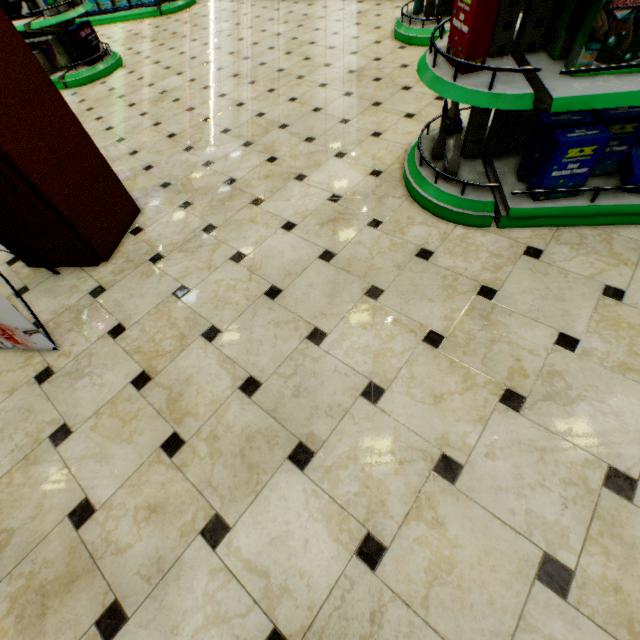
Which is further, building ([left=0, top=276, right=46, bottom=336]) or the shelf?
building ([left=0, top=276, right=46, bottom=336])

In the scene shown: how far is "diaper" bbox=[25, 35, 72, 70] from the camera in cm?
469

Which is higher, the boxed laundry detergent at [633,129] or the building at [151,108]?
the boxed laundry detergent at [633,129]

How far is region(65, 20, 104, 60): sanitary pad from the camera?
4.62m

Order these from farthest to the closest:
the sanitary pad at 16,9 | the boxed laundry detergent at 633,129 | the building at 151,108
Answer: the sanitary pad at 16,9 < the boxed laundry detergent at 633,129 < the building at 151,108

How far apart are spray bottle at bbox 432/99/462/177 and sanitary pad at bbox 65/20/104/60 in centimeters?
566cm

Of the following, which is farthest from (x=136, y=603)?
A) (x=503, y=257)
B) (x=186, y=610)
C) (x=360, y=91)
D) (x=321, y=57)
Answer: (x=321, y=57)

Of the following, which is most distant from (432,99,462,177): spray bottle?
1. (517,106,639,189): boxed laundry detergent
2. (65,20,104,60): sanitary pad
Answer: (65,20,104,60): sanitary pad
